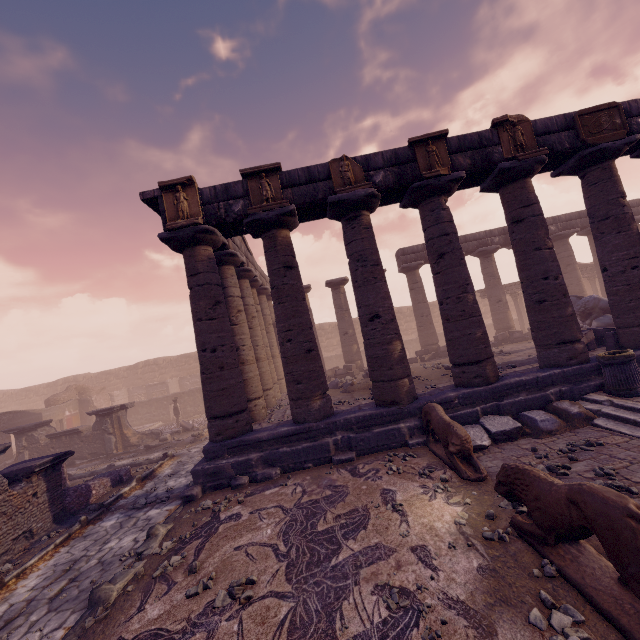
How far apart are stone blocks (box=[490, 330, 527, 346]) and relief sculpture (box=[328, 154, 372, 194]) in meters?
12.6

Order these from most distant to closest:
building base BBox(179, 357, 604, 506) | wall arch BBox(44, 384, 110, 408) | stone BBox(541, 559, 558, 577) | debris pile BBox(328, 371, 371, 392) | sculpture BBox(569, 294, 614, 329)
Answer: wall arch BBox(44, 384, 110, 408), sculpture BBox(569, 294, 614, 329), debris pile BBox(328, 371, 371, 392), building base BBox(179, 357, 604, 506), stone BBox(541, 559, 558, 577)

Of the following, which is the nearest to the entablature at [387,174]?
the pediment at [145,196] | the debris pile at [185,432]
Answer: the pediment at [145,196]

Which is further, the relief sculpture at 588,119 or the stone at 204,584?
the relief sculpture at 588,119

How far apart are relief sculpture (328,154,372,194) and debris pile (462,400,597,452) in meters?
6.1

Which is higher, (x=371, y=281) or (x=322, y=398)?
(x=371, y=281)

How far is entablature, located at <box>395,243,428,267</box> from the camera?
18.73m

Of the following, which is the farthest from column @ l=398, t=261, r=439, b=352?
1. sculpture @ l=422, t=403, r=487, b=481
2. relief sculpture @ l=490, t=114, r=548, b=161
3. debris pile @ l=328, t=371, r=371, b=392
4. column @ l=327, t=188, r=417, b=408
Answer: sculpture @ l=422, t=403, r=487, b=481
